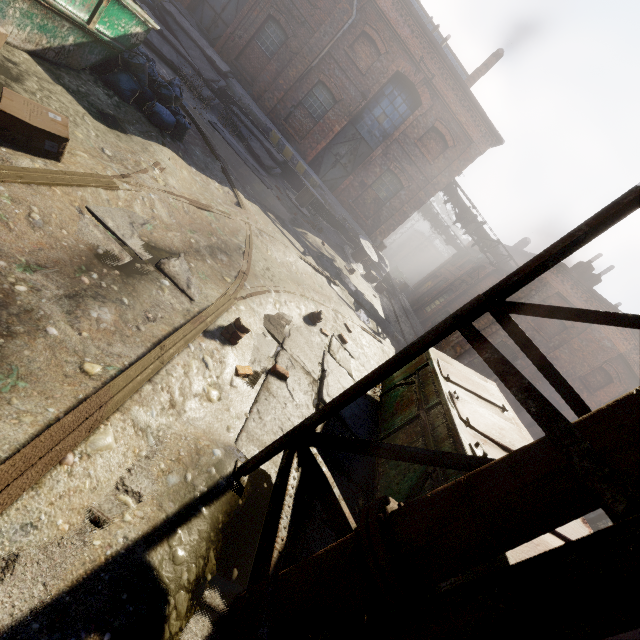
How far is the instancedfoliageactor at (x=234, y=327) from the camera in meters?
3.4

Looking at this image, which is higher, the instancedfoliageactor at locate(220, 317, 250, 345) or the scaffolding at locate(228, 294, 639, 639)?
the scaffolding at locate(228, 294, 639, 639)

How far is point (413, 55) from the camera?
14.4 meters

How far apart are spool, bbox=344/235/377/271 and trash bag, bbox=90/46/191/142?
9.21m

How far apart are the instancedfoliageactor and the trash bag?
4.9m

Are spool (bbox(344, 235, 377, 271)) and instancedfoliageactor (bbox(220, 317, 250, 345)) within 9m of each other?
no

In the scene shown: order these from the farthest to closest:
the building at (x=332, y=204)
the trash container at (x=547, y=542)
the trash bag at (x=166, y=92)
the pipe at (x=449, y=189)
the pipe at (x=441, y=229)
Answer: the pipe at (x=441, y=229)
the pipe at (x=449, y=189)
the building at (x=332, y=204)
the trash bag at (x=166, y=92)
the trash container at (x=547, y=542)

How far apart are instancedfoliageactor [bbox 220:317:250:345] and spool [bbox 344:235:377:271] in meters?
12.0
